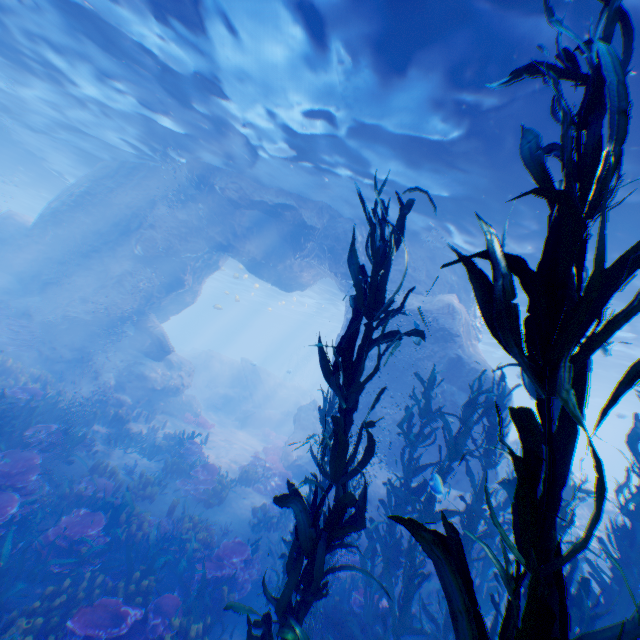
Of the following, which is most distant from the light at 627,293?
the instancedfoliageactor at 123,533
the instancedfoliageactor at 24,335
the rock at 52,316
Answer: the instancedfoliageactor at 24,335

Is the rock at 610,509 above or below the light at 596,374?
below

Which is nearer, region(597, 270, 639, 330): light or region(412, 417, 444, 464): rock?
region(412, 417, 444, 464): rock

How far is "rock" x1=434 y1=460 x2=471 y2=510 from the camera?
9.8m

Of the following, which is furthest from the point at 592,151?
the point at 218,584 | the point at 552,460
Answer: the point at 218,584

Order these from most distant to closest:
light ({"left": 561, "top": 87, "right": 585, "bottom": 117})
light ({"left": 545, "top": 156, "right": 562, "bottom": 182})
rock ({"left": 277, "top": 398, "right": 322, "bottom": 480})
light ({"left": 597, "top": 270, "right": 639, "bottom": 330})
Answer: rock ({"left": 277, "top": 398, "right": 322, "bottom": 480}) < light ({"left": 597, "top": 270, "right": 639, "bottom": 330}) < light ({"left": 545, "top": 156, "right": 562, "bottom": 182}) < light ({"left": 561, "top": 87, "right": 585, "bottom": 117})
